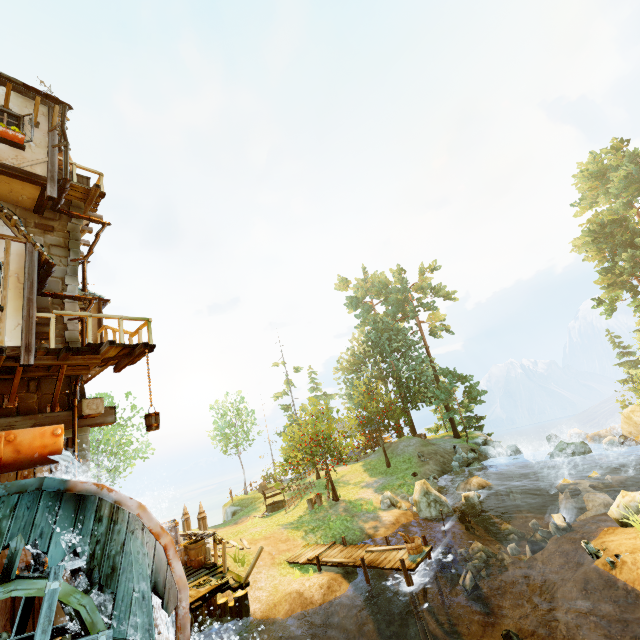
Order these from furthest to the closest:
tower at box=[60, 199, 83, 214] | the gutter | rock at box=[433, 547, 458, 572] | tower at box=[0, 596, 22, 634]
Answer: rock at box=[433, 547, 458, 572] < tower at box=[60, 199, 83, 214] < the gutter < tower at box=[0, 596, 22, 634]

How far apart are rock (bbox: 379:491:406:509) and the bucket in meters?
16.1 m

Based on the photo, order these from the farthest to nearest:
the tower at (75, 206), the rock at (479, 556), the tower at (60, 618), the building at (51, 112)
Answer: the rock at (479, 556), the tower at (75, 206), the building at (51, 112), the tower at (60, 618)

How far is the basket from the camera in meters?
10.7

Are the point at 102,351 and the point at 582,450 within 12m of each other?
no

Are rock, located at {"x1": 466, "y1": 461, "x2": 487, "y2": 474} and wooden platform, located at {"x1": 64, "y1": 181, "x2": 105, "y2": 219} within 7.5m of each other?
no

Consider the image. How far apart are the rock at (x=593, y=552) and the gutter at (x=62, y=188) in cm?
1962

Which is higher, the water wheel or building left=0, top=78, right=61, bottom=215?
building left=0, top=78, right=61, bottom=215
